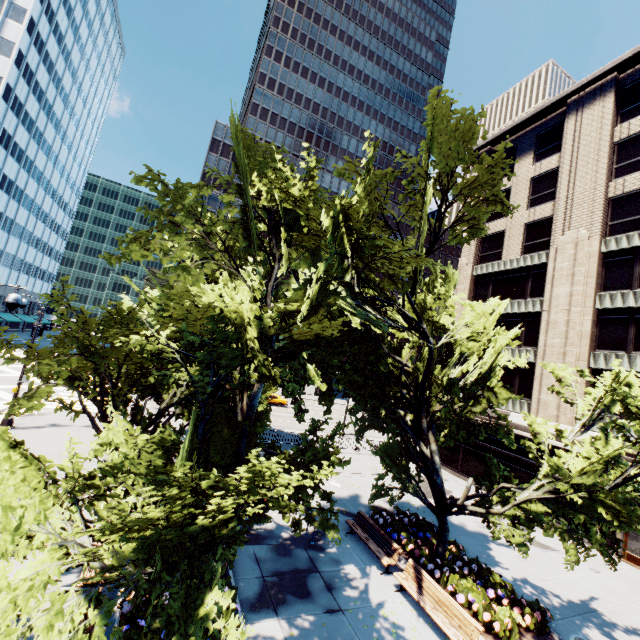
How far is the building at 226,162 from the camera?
56.4m

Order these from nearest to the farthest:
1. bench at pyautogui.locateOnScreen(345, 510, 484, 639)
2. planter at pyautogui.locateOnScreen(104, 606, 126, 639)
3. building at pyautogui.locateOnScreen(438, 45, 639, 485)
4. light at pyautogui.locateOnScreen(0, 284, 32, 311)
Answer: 1. planter at pyautogui.locateOnScreen(104, 606, 126, 639)
2. bench at pyautogui.locateOnScreen(345, 510, 484, 639)
3. light at pyautogui.locateOnScreen(0, 284, 32, 311)
4. building at pyautogui.locateOnScreen(438, 45, 639, 485)

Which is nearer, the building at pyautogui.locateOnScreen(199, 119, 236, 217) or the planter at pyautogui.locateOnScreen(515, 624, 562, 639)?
the planter at pyautogui.locateOnScreen(515, 624, 562, 639)

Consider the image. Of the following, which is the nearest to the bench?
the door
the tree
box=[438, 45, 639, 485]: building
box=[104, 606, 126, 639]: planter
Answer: the tree

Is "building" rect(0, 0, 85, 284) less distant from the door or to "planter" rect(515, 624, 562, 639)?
"planter" rect(515, 624, 562, 639)

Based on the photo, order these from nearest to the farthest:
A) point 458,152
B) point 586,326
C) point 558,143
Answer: point 458,152, point 586,326, point 558,143

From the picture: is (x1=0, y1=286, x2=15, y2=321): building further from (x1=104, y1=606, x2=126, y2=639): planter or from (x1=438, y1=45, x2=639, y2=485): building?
(x1=438, y1=45, x2=639, y2=485): building

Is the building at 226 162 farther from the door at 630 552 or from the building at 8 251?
the door at 630 552
